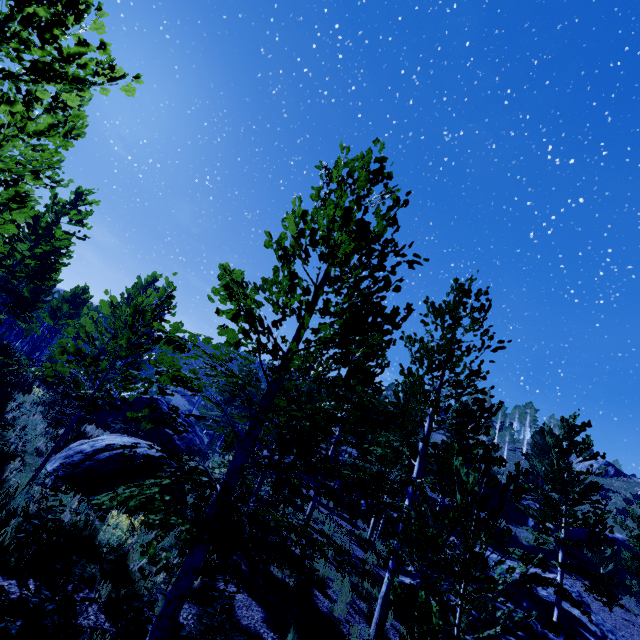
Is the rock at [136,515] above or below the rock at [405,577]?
above

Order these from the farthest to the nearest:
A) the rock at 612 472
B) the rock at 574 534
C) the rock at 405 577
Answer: the rock at 612 472 < the rock at 574 534 < the rock at 405 577

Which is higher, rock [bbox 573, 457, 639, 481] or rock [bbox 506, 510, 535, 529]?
rock [bbox 573, 457, 639, 481]

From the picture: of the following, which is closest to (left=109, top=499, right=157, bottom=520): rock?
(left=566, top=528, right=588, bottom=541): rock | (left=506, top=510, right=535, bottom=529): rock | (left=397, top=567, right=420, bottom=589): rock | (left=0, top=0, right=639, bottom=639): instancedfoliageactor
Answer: (left=0, top=0, right=639, bottom=639): instancedfoliageactor

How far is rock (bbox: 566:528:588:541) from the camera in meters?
27.4

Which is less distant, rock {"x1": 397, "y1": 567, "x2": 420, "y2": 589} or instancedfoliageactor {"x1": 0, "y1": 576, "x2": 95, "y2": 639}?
instancedfoliageactor {"x1": 0, "y1": 576, "x2": 95, "y2": 639}

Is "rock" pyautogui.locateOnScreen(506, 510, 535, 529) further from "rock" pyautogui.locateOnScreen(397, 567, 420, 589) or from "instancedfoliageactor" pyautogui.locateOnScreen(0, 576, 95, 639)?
"rock" pyautogui.locateOnScreen(397, 567, 420, 589)

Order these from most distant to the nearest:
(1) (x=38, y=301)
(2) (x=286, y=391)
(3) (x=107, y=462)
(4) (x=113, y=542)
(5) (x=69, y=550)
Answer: (1) (x=38, y=301), (2) (x=286, y=391), (3) (x=107, y=462), (4) (x=113, y=542), (5) (x=69, y=550)
